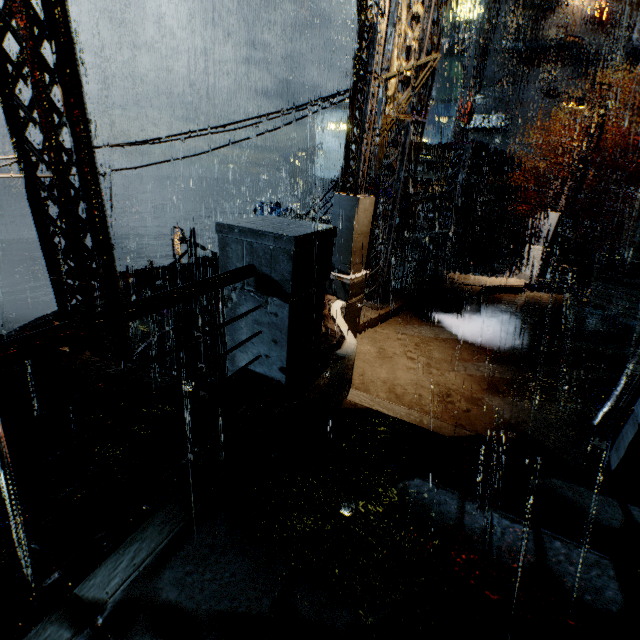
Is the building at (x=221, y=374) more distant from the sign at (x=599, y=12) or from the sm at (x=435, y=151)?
the sign at (x=599, y=12)

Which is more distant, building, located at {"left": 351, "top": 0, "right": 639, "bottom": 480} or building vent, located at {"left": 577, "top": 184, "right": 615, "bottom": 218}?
building vent, located at {"left": 577, "top": 184, "right": 615, "bottom": 218}

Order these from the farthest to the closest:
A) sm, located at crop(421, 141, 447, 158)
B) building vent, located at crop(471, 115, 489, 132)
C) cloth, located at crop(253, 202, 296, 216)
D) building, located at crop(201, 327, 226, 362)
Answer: building vent, located at crop(471, 115, 489, 132)
cloth, located at crop(253, 202, 296, 216)
sm, located at crop(421, 141, 447, 158)
building, located at crop(201, 327, 226, 362)

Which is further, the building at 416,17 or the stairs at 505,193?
the stairs at 505,193

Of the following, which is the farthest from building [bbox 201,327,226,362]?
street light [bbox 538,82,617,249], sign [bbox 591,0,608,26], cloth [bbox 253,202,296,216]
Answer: cloth [bbox 253,202,296,216]

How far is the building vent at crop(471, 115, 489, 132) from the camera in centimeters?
4197cm

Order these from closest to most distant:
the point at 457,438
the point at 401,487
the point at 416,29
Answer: the point at 401,487 → the point at 457,438 → the point at 416,29

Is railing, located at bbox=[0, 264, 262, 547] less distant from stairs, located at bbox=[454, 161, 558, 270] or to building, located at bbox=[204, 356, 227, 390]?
building, located at bbox=[204, 356, 227, 390]
